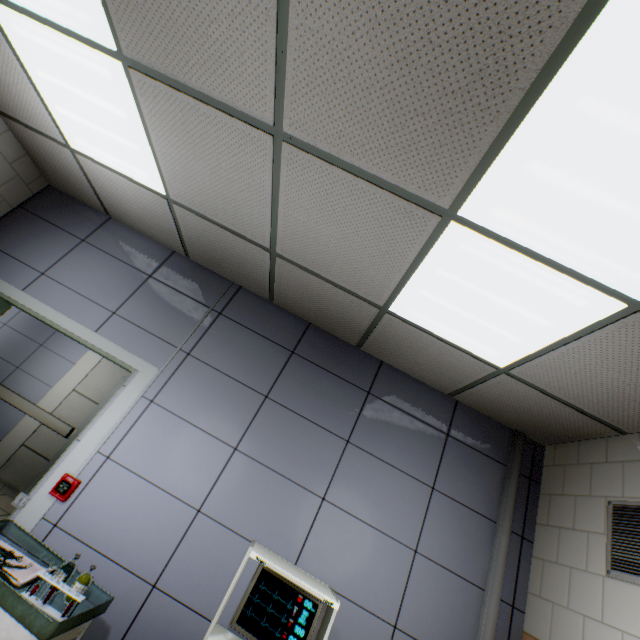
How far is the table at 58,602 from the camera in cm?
171

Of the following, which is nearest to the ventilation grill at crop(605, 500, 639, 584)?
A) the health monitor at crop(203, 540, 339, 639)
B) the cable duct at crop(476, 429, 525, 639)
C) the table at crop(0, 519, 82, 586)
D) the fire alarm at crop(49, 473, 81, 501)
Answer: the cable duct at crop(476, 429, 525, 639)

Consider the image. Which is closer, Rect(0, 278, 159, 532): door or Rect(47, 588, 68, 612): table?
Rect(47, 588, 68, 612): table

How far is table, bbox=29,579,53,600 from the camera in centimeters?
172cm

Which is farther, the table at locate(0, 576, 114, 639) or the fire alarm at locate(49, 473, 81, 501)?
the fire alarm at locate(49, 473, 81, 501)

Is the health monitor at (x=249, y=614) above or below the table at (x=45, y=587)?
above

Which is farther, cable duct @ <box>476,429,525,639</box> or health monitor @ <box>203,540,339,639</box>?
cable duct @ <box>476,429,525,639</box>

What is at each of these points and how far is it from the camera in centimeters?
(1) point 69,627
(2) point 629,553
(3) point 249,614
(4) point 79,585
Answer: (1) table, 159cm
(2) ventilation grill, 198cm
(3) health monitor, 174cm
(4) bottle, 181cm
